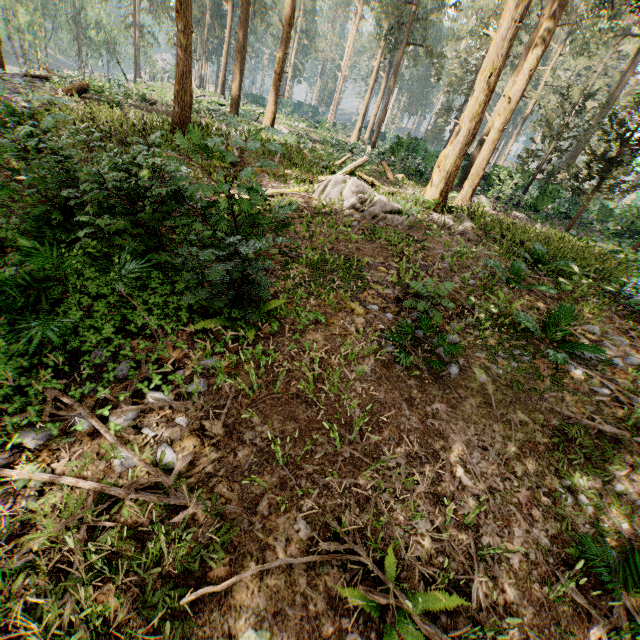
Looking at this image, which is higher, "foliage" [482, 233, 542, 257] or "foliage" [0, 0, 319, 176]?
"foliage" [0, 0, 319, 176]

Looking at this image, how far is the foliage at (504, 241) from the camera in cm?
970

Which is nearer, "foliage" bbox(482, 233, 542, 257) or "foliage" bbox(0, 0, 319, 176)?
"foliage" bbox(482, 233, 542, 257)

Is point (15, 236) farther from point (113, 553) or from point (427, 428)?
point (427, 428)

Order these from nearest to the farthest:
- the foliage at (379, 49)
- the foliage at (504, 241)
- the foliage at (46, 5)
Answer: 1. the foliage at (504, 241)
2. the foliage at (379, 49)
3. the foliage at (46, 5)

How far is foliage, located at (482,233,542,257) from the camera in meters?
9.7 m
